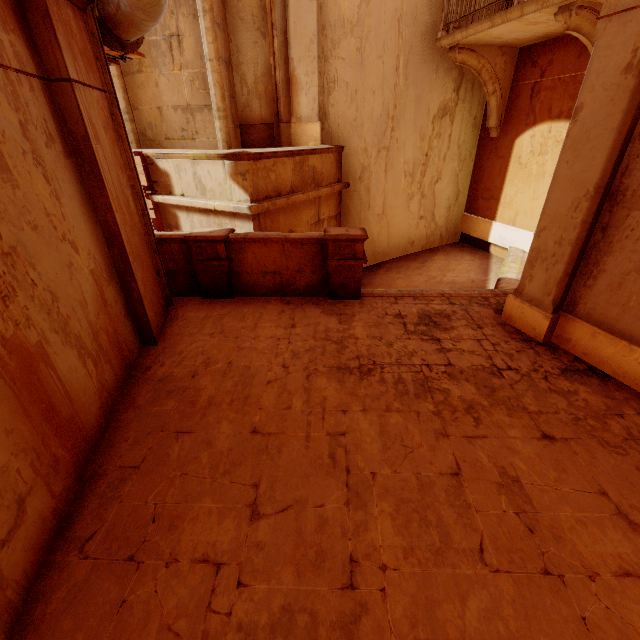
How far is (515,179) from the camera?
8.30m

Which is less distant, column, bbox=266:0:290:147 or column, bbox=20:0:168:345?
column, bbox=20:0:168:345

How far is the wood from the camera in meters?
7.0 m

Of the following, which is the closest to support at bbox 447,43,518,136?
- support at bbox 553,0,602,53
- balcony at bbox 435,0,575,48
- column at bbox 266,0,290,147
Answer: balcony at bbox 435,0,575,48

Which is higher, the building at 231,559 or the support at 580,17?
the support at 580,17

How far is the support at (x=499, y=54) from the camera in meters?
7.4 m

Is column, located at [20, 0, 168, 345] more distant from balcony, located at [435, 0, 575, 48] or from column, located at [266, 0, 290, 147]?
balcony, located at [435, 0, 575, 48]

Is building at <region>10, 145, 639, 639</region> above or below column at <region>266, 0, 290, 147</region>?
below
